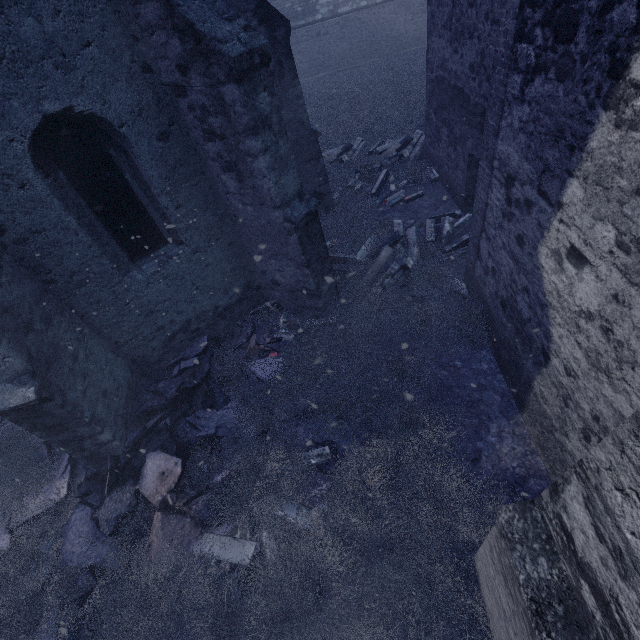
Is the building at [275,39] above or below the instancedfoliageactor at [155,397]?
above

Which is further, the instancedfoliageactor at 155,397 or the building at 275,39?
the instancedfoliageactor at 155,397

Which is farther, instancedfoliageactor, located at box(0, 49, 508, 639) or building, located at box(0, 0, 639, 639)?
instancedfoliageactor, located at box(0, 49, 508, 639)

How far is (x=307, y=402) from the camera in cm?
466

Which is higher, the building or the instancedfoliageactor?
the building
